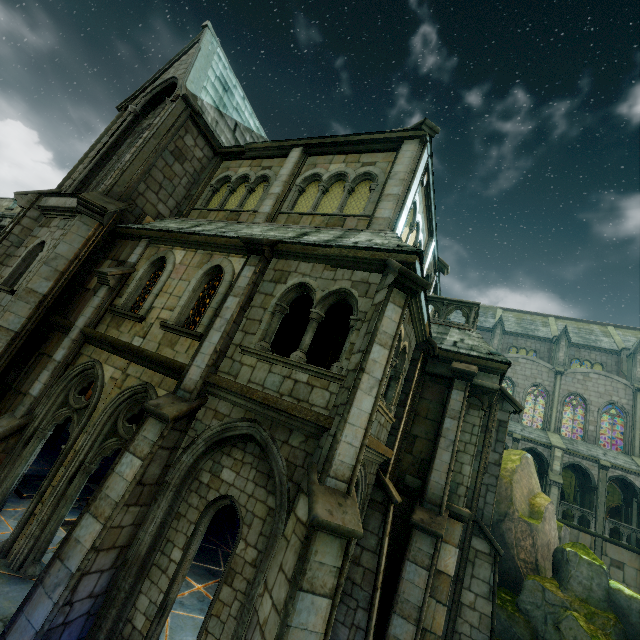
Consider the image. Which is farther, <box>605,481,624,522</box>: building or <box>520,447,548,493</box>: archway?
<box>520,447,548,493</box>: archway

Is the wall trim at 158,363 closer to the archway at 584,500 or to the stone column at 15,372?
the stone column at 15,372

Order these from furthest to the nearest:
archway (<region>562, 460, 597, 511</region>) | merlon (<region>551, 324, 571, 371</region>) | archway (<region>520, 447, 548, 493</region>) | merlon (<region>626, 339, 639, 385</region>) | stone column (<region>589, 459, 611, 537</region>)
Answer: merlon (<region>551, 324, 571, 371</region>)
merlon (<region>626, 339, 639, 385</region>)
archway (<region>520, 447, 548, 493</region>)
archway (<region>562, 460, 597, 511</region>)
stone column (<region>589, 459, 611, 537</region>)

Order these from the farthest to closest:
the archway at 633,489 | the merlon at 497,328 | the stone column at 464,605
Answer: the merlon at 497,328 → the archway at 633,489 → the stone column at 464,605

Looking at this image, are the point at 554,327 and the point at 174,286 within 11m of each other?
no

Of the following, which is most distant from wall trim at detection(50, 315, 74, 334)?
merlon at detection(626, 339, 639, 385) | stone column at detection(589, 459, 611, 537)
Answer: merlon at detection(626, 339, 639, 385)

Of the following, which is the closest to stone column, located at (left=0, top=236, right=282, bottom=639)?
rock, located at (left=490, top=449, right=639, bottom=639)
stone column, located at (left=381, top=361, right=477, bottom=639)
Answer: stone column, located at (left=381, top=361, right=477, bottom=639)

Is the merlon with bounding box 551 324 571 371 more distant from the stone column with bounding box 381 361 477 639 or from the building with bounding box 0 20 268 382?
the building with bounding box 0 20 268 382
